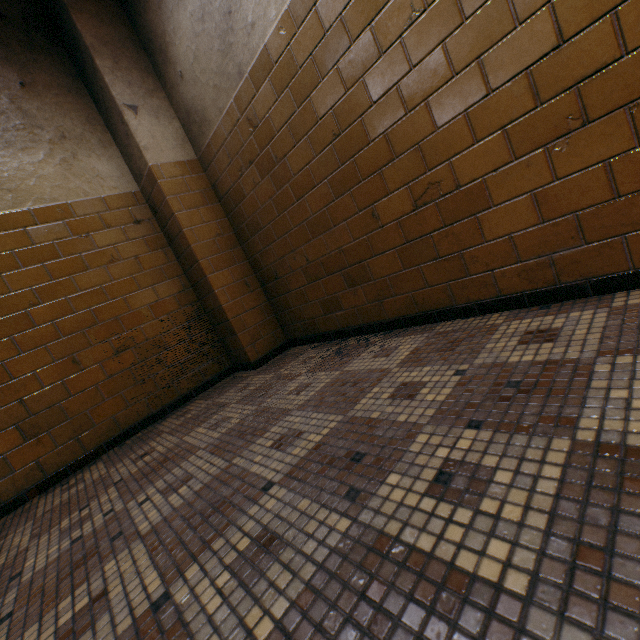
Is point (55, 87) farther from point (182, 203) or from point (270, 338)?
point (270, 338)
